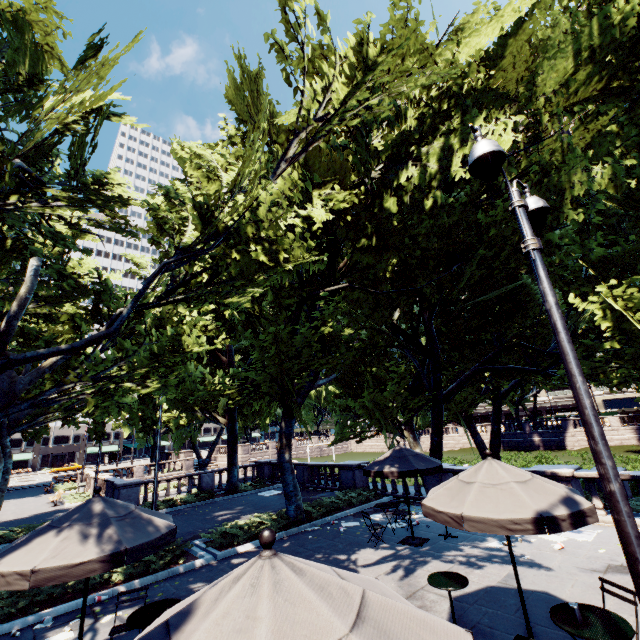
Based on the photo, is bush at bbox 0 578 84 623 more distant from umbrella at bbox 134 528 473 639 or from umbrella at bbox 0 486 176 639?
umbrella at bbox 134 528 473 639

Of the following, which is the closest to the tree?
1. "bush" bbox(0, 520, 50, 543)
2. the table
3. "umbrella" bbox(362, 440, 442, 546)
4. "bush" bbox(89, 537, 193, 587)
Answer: "bush" bbox(89, 537, 193, 587)

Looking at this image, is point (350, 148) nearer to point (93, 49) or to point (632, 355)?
point (93, 49)

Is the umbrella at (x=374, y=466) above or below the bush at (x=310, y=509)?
above

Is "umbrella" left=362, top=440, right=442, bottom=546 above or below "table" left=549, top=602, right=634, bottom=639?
above

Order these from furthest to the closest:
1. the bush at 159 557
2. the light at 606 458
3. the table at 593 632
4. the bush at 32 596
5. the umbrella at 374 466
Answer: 1. the umbrella at 374 466
2. the bush at 159 557
3. the bush at 32 596
4. the table at 593 632
5. the light at 606 458

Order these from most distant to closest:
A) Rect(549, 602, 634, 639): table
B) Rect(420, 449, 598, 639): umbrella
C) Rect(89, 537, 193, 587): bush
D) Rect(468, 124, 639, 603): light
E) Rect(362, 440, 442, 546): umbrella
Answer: Rect(362, 440, 442, 546): umbrella → Rect(89, 537, 193, 587): bush → Rect(420, 449, 598, 639): umbrella → Rect(549, 602, 634, 639): table → Rect(468, 124, 639, 603): light

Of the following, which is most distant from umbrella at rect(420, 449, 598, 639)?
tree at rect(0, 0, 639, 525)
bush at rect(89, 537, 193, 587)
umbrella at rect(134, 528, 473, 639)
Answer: bush at rect(89, 537, 193, 587)
